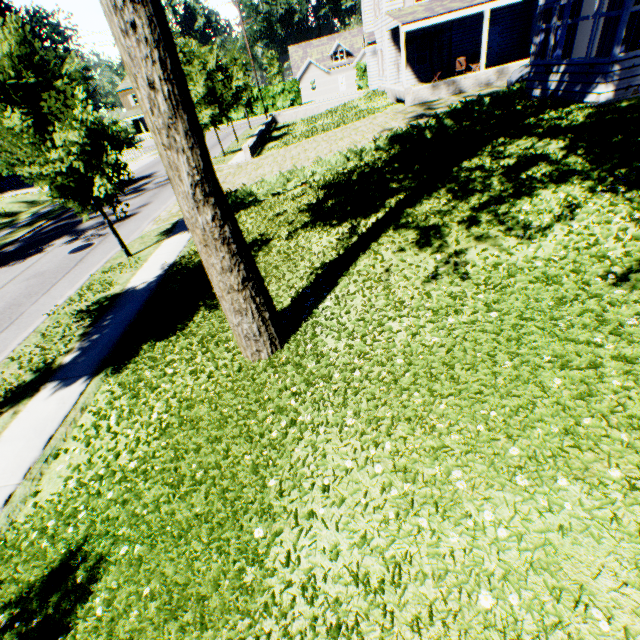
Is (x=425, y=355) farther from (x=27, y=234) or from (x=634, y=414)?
(x=27, y=234)

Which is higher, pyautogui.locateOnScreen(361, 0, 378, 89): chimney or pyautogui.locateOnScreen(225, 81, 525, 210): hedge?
pyautogui.locateOnScreen(361, 0, 378, 89): chimney

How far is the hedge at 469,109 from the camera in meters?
12.0

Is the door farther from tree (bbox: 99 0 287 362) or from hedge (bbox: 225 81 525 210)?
tree (bbox: 99 0 287 362)

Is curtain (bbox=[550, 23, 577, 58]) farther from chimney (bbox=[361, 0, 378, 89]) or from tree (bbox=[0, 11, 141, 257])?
chimney (bbox=[361, 0, 378, 89])

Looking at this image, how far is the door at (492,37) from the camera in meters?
23.2

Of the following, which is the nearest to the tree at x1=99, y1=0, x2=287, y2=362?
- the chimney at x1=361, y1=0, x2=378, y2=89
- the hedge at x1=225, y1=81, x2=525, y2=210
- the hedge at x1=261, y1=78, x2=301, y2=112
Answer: the hedge at x1=225, y1=81, x2=525, y2=210

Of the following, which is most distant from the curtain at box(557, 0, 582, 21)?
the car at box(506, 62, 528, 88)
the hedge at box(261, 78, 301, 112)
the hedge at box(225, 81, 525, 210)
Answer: the hedge at box(261, 78, 301, 112)
